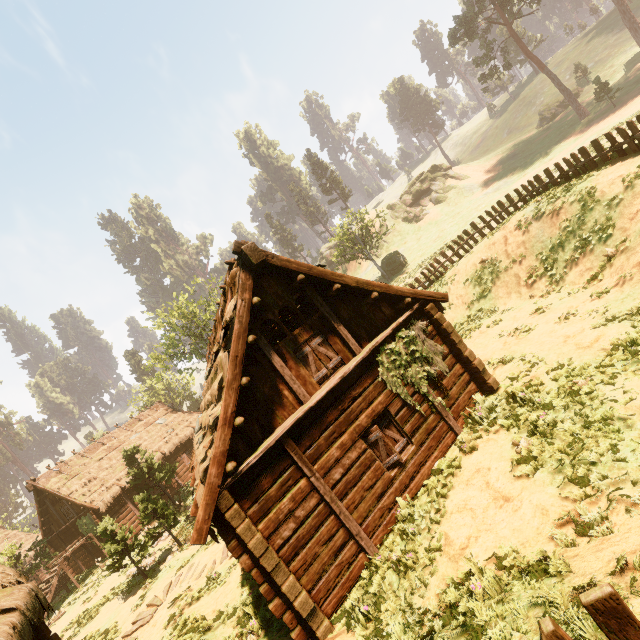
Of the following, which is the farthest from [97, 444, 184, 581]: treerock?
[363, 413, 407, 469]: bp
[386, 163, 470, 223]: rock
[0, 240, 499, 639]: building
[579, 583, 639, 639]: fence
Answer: [363, 413, 407, 469]: bp

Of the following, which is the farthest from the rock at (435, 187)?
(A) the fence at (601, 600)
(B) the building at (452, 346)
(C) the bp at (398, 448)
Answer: (C) the bp at (398, 448)

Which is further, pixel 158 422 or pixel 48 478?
pixel 158 422

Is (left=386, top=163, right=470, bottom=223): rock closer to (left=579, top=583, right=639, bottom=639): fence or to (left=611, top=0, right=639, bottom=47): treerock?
(left=611, top=0, right=639, bottom=47): treerock

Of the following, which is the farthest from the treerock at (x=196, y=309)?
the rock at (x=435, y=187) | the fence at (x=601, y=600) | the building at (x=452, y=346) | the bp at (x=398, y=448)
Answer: the bp at (x=398, y=448)

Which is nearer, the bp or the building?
the building

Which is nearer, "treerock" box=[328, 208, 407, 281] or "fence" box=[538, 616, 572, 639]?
"fence" box=[538, 616, 572, 639]

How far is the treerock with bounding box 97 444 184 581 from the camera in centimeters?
1539cm
